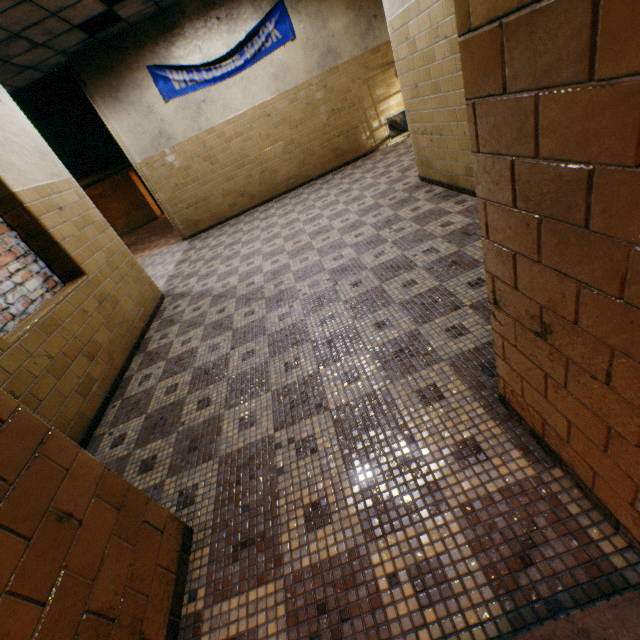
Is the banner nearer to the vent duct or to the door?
the vent duct

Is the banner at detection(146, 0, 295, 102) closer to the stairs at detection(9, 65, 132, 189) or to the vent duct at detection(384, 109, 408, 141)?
the stairs at detection(9, 65, 132, 189)

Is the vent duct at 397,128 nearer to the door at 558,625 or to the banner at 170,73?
the banner at 170,73

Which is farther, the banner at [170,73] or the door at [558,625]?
the banner at [170,73]

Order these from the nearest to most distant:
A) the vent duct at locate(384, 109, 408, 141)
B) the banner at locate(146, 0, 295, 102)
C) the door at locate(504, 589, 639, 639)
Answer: the door at locate(504, 589, 639, 639) < the banner at locate(146, 0, 295, 102) < the vent duct at locate(384, 109, 408, 141)

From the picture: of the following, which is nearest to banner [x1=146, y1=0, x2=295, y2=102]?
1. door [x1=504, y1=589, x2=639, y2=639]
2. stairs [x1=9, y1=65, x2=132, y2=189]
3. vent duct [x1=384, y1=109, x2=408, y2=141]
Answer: stairs [x1=9, y1=65, x2=132, y2=189]

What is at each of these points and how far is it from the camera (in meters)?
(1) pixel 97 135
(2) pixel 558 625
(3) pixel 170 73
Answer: (1) stairs, 8.52
(2) door, 0.98
(3) banner, 6.70
